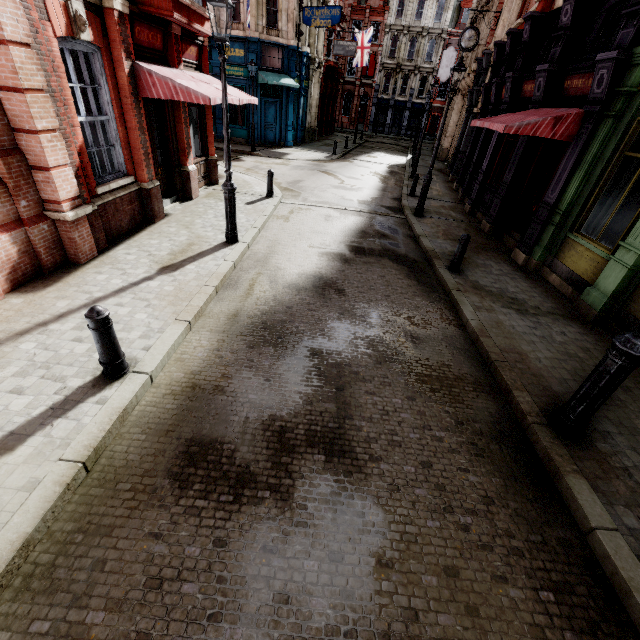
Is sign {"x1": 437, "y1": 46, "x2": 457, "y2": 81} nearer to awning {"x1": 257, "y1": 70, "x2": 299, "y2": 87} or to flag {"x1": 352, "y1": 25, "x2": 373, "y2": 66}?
flag {"x1": 352, "y1": 25, "x2": 373, "y2": 66}

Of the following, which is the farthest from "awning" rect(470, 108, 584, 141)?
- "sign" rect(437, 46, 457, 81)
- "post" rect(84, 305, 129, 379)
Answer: "sign" rect(437, 46, 457, 81)

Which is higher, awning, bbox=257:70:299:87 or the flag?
the flag

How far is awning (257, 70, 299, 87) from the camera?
20.5 meters

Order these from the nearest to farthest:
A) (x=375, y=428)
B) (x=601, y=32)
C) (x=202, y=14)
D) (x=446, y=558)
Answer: (x=446, y=558)
(x=375, y=428)
(x=601, y=32)
(x=202, y=14)

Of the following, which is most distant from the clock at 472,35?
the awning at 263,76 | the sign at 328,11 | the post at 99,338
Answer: the post at 99,338

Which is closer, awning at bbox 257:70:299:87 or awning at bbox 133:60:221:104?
awning at bbox 133:60:221:104

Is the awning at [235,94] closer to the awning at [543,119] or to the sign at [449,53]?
the awning at [543,119]
